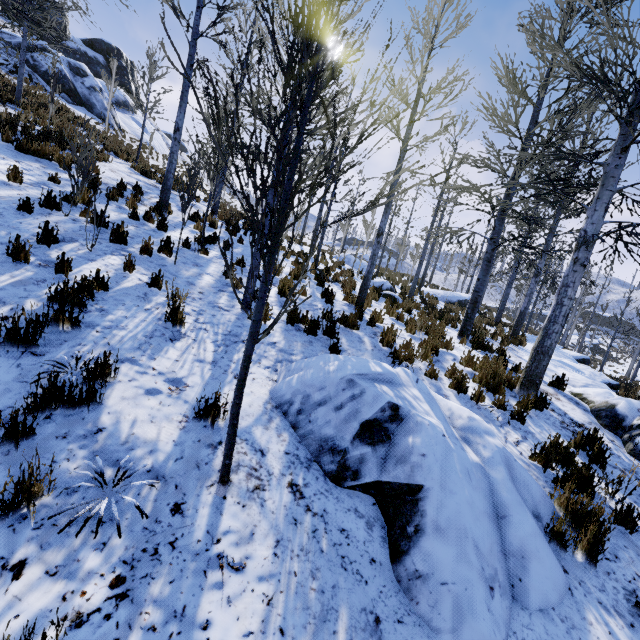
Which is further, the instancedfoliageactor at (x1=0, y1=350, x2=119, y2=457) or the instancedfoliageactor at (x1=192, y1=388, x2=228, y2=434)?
the instancedfoliageactor at (x1=192, y1=388, x2=228, y2=434)

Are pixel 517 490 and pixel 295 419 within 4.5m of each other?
yes

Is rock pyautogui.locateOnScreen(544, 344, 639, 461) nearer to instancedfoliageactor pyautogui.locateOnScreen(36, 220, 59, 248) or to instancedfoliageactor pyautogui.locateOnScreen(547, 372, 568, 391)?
instancedfoliageactor pyautogui.locateOnScreen(547, 372, 568, 391)

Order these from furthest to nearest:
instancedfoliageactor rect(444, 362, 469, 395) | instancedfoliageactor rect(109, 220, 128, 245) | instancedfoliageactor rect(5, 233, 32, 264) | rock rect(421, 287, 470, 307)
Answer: rock rect(421, 287, 470, 307) < instancedfoliageactor rect(109, 220, 128, 245) < instancedfoliageactor rect(444, 362, 469, 395) < instancedfoliageactor rect(5, 233, 32, 264)

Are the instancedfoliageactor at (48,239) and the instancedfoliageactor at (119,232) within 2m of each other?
yes

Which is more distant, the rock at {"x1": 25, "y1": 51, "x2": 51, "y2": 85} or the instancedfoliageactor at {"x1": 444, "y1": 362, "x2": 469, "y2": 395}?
the rock at {"x1": 25, "y1": 51, "x2": 51, "y2": 85}

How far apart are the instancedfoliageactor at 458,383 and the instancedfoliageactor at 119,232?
6.4m

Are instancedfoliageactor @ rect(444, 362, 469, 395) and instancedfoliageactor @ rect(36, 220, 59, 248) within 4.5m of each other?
no
